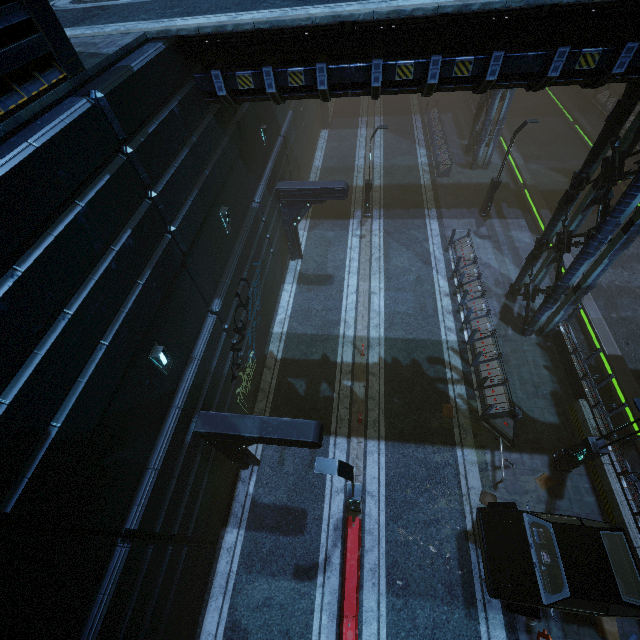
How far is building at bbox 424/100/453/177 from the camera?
23.77m

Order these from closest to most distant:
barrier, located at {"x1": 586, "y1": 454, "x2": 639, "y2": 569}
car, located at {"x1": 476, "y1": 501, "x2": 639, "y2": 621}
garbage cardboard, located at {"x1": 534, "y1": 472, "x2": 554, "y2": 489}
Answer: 1. car, located at {"x1": 476, "y1": 501, "x2": 639, "y2": 621}
2. barrier, located at {"x1": 586, "y1": 454, "x2": 639, "y2": 569}
3. garbage cardboard, located at {"x1": 534, "y1": 472, "x2": 554, "y2": 489}

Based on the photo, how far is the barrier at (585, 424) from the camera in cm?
1197

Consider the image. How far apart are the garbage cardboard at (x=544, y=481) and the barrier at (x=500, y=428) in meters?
0.7

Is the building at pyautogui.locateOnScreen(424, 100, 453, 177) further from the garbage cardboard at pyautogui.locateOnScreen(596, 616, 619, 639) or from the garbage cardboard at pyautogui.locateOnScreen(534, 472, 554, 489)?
the garbage cardboard at pyautogui.locateOnScreen(534, 472, 554, 489)

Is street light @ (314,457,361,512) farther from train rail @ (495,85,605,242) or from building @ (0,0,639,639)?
train rail @ (495,85,605,242)

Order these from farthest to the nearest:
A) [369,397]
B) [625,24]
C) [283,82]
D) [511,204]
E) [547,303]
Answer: [511,204] < [369,397] < [547,303] < [283,82] < [625,24]

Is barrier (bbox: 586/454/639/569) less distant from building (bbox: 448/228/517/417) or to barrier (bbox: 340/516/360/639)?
building (bbox: 448/228/517/417)
